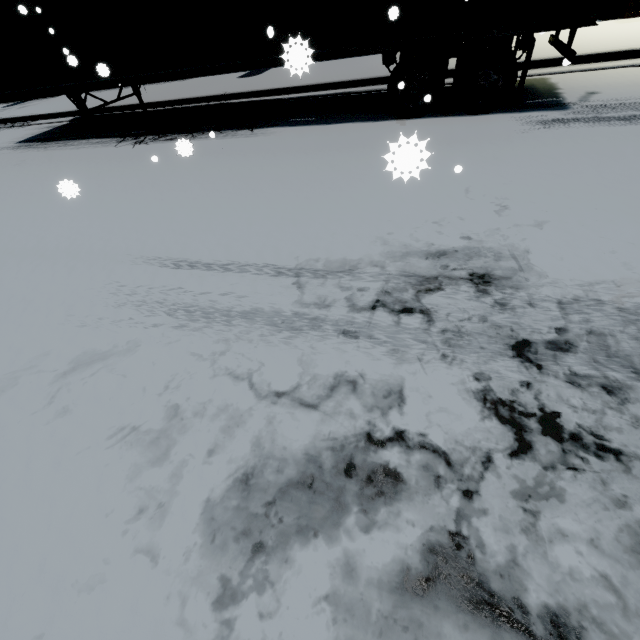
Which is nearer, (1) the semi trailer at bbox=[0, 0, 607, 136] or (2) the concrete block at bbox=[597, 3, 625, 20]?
(1) the semi trailer at bbox=[0, 0, 607, 136]

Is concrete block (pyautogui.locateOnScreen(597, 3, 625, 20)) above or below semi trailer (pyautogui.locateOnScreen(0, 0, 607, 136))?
below

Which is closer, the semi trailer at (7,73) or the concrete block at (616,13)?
the semi trailer at (7,73)

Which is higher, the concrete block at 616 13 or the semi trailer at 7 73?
the semi trailer at 7 73

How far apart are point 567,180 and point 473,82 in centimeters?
353cm
